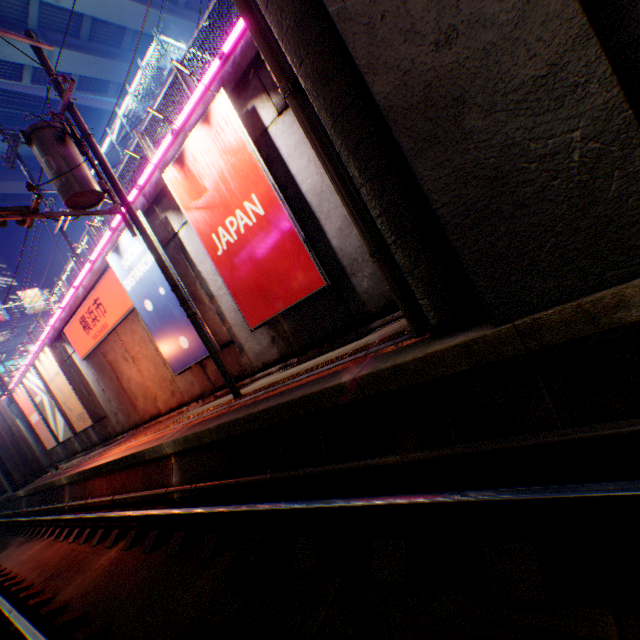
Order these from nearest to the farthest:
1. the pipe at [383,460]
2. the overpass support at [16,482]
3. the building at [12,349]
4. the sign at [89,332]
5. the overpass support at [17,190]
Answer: the pipe at [383,460] < the sign at [89,332] < the overpass support at [16,482] < the overpass support at [17,190] < the building at [12,349]

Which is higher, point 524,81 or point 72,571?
point 524,81

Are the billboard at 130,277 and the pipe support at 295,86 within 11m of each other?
yes

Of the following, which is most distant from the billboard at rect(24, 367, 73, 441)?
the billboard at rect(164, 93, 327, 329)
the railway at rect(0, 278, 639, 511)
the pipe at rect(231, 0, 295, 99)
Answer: the pipe at rect(231, 0, 295, 99)

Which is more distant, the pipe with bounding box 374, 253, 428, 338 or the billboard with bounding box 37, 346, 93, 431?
the billboard with bounding box 37, 346, 93, 431

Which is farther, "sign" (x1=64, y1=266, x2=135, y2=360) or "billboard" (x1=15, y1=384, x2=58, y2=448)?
"billboard" (x1=15, y1=384, x2=58, y2=448)

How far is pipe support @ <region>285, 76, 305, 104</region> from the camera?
4.2m

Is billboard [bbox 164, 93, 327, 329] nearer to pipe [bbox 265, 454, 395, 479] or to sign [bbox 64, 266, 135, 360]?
pipe [bbox 265, 454, 395, 479]
